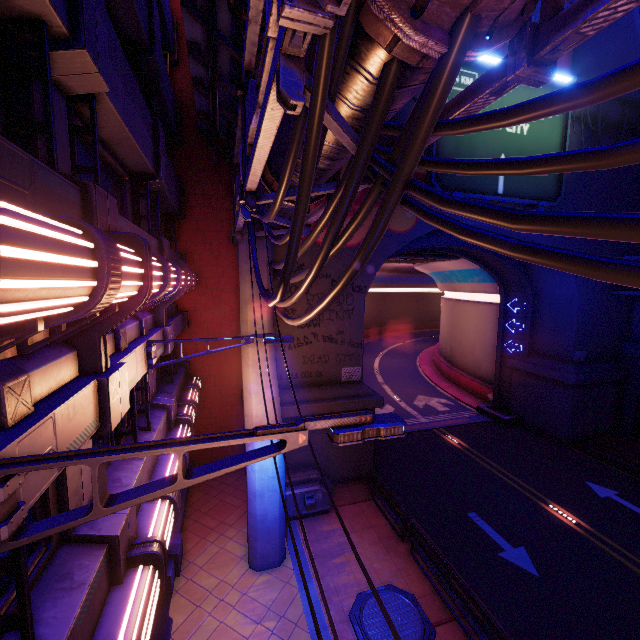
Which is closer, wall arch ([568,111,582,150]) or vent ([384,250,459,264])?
wall arch ([568,111,582,150])

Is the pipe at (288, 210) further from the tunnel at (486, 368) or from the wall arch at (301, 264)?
the tunnel at (486, 368)

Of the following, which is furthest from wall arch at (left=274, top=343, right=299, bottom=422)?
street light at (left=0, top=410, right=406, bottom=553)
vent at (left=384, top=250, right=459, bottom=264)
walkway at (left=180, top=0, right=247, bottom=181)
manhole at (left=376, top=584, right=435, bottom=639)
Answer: street light at (left=0, top=410, right=406, bottom=553)

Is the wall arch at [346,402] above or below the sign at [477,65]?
below

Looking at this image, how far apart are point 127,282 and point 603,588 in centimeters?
1511cm

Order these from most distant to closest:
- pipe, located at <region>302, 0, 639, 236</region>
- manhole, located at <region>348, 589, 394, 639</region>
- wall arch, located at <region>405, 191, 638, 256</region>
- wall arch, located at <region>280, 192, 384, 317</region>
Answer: wall arch, located at <region>405, 191, 638, 256</region>, wall arch, located at <region>280, 192, 384, 317</region>, manhole, located at <region>348, 589, 394, 639</region>, pipe, located at <region>302, 0, 639, 236</region>

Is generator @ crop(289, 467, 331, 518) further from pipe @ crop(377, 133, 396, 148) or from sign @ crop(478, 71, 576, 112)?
sign @ crop(478, 71, 576, 112)

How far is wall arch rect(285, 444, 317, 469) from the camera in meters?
13.6 m
